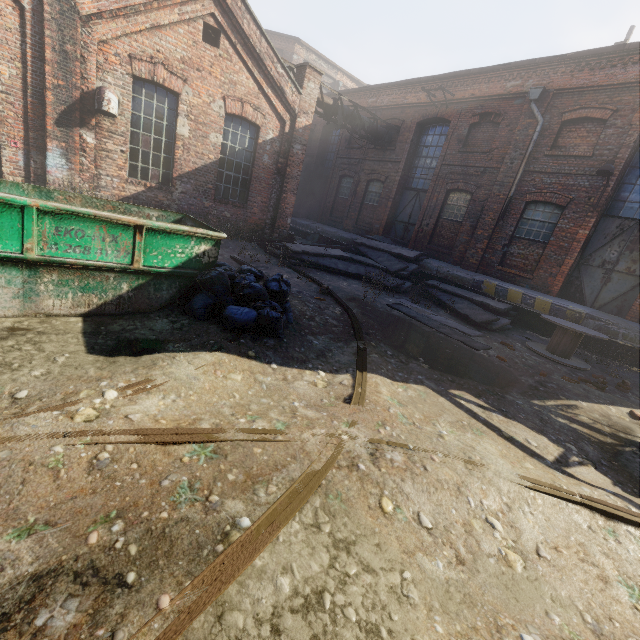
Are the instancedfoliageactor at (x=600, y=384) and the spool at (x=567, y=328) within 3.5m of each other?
yes

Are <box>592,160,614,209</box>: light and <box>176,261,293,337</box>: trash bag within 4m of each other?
no

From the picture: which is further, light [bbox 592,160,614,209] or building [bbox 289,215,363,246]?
building [bbox 289,215,363,246]

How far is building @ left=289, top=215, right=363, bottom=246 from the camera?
17.31m

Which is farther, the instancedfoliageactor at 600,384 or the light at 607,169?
the light at 607,169

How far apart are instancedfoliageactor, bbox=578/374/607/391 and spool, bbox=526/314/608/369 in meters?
0.8

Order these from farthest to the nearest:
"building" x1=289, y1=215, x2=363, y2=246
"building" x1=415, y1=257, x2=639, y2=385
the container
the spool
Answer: "building" x1=289, y1=215, x2=363, y2=246
"building" x1=415, y1=257, x2=639, y2=385
the spool
the container

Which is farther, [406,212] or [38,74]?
[406,212]
